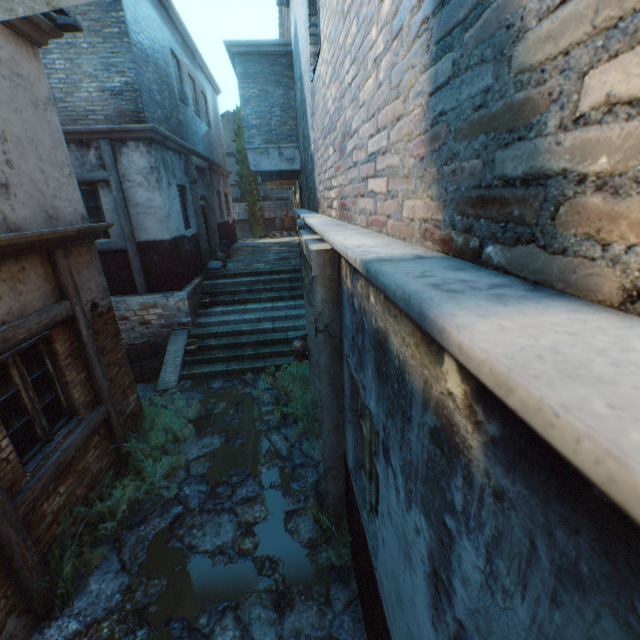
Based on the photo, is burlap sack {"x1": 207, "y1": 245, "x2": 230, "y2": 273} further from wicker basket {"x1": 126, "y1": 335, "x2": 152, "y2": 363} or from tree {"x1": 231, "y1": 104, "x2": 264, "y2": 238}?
tree {"x1": 231, "y1": 104, "x2": 264, "y2": 238}

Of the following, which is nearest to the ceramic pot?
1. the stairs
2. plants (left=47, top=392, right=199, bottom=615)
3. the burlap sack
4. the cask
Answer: the stairs

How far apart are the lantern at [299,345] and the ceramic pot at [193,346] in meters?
4.0

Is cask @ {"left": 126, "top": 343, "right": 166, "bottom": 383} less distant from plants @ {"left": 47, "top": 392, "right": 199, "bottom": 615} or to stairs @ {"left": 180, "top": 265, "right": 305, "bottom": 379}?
stairs @ {"left": 180, "top": 265, "right": 305, "bottom": 379}

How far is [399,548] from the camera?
1.7m

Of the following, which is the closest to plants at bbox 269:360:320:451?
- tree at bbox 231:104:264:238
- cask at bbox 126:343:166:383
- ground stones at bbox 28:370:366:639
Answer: ground stones at bbox 28:370:366:639

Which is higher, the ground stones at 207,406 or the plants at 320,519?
the plants at 320,519

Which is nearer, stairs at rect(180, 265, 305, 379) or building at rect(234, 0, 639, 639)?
building at rect(234, 0, 639, 639)
